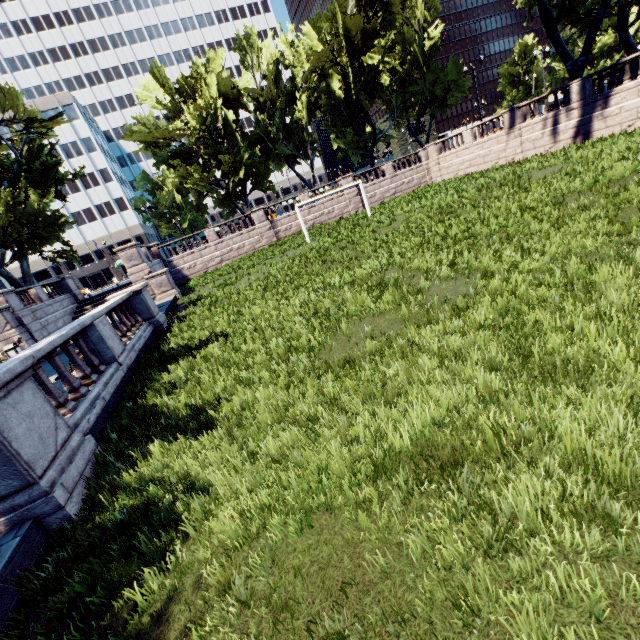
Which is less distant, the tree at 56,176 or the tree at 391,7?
the tree at 56,176

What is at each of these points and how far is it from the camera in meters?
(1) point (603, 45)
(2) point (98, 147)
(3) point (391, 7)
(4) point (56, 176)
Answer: (1) tree, 50.2 m
(2) building, 60.0 m
(3) tree, 31.0 m
(4) tree, 27.0 m

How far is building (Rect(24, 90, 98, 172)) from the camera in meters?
56.4 m

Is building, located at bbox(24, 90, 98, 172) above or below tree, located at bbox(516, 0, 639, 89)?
above

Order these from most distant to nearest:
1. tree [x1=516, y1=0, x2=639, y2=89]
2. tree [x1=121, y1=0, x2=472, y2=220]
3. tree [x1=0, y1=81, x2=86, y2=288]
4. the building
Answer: the building < tree [x1=121, y1=0, x2=472, y2=220] < tree [x1=0, y1=81, x2=86, y2=288] < tree [x1=516, y1=0, x2=639, y2=89]

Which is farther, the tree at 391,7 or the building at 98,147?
the building at 98,147

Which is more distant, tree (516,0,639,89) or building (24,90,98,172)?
building (24,90,98,172)
